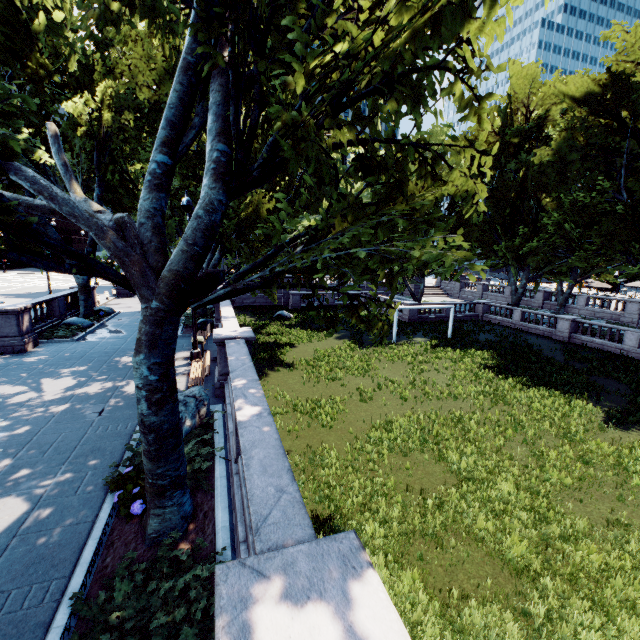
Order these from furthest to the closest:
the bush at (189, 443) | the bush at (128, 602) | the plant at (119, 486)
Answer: the bush at (189, 443), the plant at (119, 486), the bush at (128, 602)

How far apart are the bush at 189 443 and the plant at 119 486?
0.0m

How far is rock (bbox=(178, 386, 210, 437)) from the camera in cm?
843

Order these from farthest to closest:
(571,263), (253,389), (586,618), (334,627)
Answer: (571,263)
(253,389)
(586,618)
(334,627)

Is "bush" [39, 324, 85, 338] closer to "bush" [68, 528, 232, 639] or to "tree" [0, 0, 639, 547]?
"tree" [0, 0, 639, 547]

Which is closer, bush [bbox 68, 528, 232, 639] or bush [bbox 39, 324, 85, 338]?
bush [bbox 68, 528, 232, 639]

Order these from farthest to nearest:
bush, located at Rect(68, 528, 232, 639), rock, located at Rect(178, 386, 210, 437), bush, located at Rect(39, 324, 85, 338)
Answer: bush, located at Rect(39, 324, 85, 338) → rock, located at Rect(178, 386, 210, 437) → bush, located at Rect(68, 528, 232, 639)

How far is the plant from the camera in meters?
5.9
